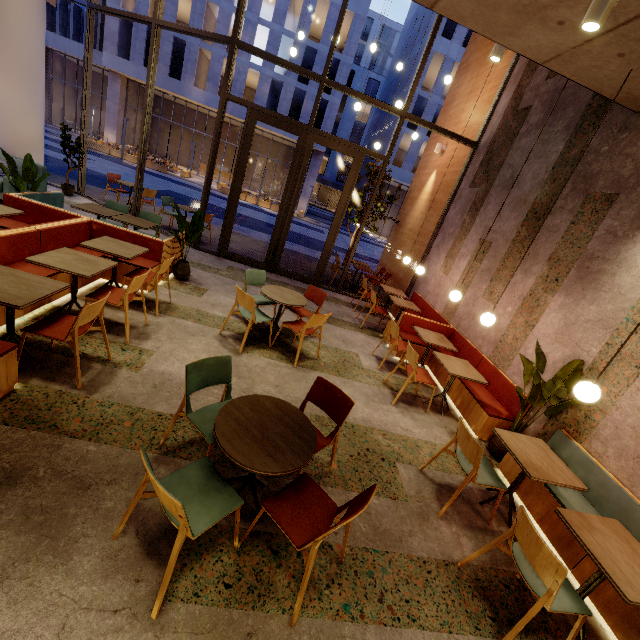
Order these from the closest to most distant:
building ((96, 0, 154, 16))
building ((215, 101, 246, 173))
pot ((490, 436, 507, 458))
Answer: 1. pot ((490, 436, 507, 458))
2. building ((96, 0, 154, 16))
3. building ((215, 101, 246, 173))

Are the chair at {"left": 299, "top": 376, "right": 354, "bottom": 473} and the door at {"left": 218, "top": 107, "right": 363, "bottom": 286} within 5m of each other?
no

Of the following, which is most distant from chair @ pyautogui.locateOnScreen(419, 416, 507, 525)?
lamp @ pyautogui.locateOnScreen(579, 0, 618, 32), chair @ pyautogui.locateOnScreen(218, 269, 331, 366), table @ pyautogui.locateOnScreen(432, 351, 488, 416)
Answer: lamp @ pyautogui.locateOnScreen(579, 0, 618, 32)

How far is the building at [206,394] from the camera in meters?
3.4 m

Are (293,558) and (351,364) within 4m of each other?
yes

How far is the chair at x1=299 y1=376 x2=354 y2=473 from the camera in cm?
287

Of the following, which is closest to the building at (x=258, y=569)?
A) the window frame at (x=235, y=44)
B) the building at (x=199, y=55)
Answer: the window frame at (x=235, y=44)

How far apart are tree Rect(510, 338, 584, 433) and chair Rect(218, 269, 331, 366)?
2.6 meters
